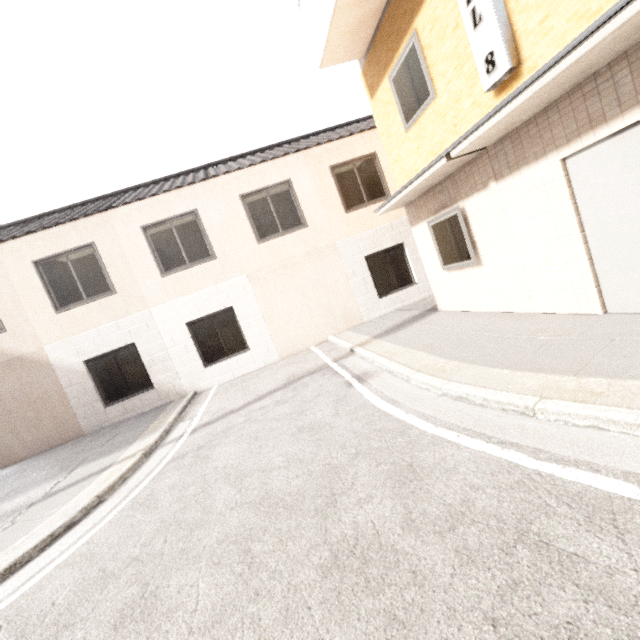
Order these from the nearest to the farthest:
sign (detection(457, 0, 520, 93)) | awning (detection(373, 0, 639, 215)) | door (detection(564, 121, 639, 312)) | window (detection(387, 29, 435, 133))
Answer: awning (detection(373, 0, 639, 215)) → door (detection(564, 121, 639, 312)) → sign (detection(457, 0, 520, 93)) → window (detection(387, 29, 435, 133))

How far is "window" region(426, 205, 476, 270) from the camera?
6.1m

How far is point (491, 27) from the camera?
4.1m

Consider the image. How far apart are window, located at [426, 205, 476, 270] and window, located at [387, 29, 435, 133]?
1.8m

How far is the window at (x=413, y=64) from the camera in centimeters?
562cm

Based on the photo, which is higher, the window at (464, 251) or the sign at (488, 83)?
the sign at (488, 83)

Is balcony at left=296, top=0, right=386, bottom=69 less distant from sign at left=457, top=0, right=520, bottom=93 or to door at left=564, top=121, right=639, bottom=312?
sign at left=457, top=0, right=520, bottom=93

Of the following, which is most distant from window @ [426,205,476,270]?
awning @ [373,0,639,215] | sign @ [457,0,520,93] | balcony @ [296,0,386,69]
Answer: balcony @ [296,0,386,69]
